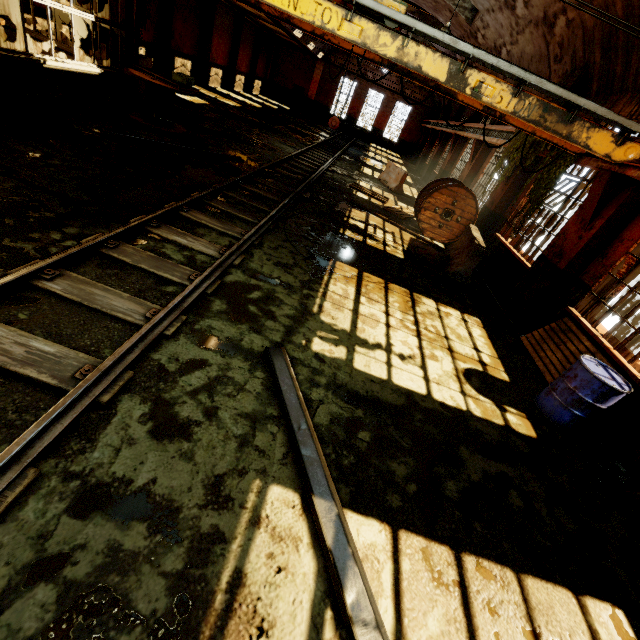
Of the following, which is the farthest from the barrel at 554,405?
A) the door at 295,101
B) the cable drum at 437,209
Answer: the door at 295,101

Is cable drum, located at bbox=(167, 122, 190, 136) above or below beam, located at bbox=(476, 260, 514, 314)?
below

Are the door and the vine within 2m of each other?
no

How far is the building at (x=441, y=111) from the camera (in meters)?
16.83

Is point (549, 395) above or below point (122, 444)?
above

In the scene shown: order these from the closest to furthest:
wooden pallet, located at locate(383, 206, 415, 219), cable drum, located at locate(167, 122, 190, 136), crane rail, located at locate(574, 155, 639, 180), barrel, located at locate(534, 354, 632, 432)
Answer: barrel, located at locate(534, 354, 632, 432)
crane rail, located at locate(574, 155, 639, 180)
cable drum, located at locate(167, 122, 190, 136)
wooden pallet, located at locate(383, 206, 415, 219)

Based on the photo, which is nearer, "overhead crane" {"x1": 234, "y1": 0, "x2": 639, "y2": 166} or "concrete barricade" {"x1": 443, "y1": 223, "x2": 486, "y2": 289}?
"overhead crane" {"x1": 234, "y1": 0, "x2": 639, "y2": 166}

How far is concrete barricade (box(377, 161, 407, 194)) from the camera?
15.7m
